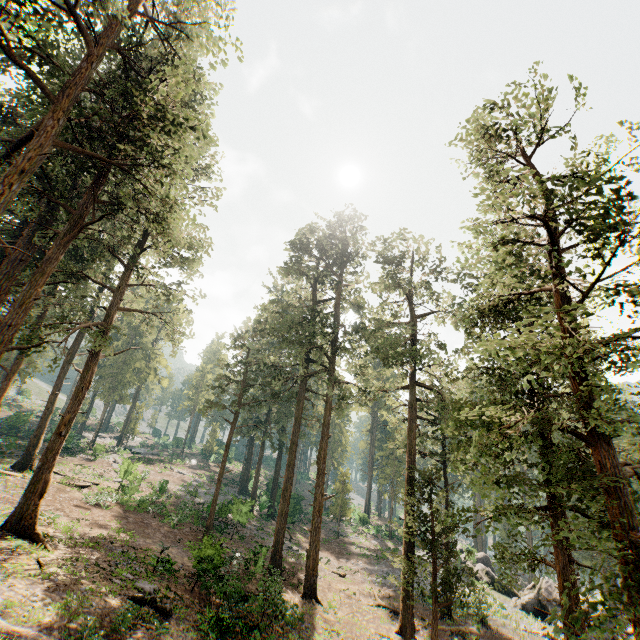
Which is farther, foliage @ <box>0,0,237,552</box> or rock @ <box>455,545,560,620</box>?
rock @ <box>455,545,560,620</box>

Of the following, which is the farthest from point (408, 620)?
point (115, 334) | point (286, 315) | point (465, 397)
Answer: point (115, 334)

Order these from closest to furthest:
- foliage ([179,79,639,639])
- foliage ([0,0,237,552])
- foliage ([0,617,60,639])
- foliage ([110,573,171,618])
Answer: foliage ([179,79,639,639]), foliage ([0,617,60,639]), foliage ([0,0,237,552]), foliage ([110,573,171,618])

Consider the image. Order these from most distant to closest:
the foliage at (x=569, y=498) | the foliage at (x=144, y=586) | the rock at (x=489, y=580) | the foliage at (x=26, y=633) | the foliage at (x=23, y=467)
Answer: the rock at (x=489, y=580)
the foliage at (x=144, y=586)
the foliage at (x=23, y=467)
the foliage at (x=26, y=633)
the foliage at (x=569, y=498)

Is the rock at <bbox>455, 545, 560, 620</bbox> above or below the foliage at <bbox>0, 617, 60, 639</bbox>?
below

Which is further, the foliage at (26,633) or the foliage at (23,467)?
the foliage at (23,467)

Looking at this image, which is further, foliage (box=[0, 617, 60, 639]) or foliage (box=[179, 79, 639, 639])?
foliage (box=[0, 617, 60, 639])
